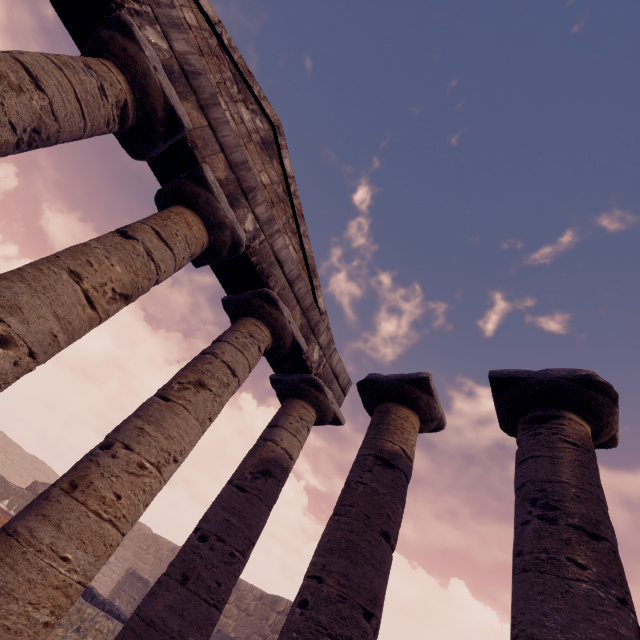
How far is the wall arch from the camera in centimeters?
1500cm

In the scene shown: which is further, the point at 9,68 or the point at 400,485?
the point at 400,485

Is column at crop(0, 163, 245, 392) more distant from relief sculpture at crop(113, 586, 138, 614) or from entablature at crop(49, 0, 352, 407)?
relief sculpture at crop(113, 586, 138, 614)

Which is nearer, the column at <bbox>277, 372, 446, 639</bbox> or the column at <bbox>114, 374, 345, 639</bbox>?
the column at <bbox>277, 372, 446, 639</bbox>

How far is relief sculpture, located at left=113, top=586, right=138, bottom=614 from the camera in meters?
13.5

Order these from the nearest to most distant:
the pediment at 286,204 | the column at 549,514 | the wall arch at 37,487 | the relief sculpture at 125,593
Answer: the column at 549,514, the pediment at 286,204, the relief sculpture at 125,593, the wall arch at 37,487

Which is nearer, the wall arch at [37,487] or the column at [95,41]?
the column at [95,41]

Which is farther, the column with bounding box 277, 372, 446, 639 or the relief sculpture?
the relief sculpture
